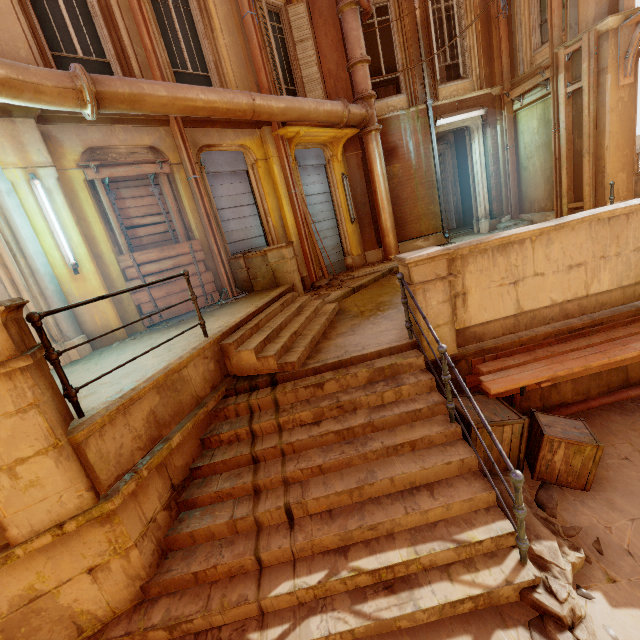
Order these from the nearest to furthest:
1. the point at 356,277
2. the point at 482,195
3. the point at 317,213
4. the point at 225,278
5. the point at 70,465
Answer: the point at 70,465 < the point at 225,278 < the point at 356,277 < the point at 317,213 < the point at 482,195

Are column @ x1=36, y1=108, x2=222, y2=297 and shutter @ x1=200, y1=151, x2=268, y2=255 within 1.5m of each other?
yes

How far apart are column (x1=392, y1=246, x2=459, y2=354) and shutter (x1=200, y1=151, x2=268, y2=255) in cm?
484

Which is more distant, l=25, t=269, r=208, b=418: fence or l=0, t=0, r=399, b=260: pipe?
l=0, t=0, r=399, b=260: pipe

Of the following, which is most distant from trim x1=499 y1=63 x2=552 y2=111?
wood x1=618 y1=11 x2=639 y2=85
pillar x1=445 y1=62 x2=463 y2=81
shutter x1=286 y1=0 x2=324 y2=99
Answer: shutter x1=286 y1=0 x2=324 y2=99

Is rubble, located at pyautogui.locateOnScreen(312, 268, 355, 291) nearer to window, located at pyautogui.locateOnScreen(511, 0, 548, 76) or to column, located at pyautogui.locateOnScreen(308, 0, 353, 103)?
column, located at pyautogui.locateOnScreen(308, 0, 353, 103)

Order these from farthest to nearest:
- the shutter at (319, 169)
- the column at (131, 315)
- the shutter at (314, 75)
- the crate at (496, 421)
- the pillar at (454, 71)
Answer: the pillar at (454, 71)
the shutter at (319, 169)
the shutter at (314, 75)
the column at (131, 315)
the crate at (496, 421)

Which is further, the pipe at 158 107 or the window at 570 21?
the window at 570 21
